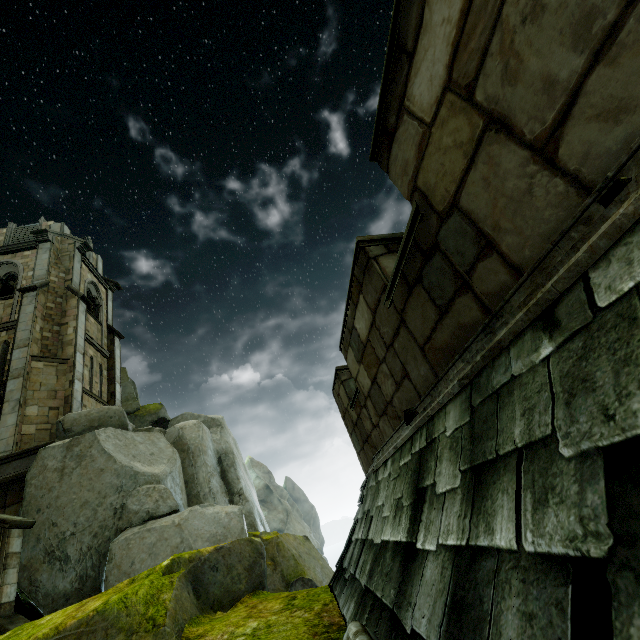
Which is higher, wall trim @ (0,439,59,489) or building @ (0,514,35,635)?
wall trim @ (0,439,59,489)

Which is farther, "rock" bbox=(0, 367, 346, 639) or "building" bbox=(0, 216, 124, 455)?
"building" bbox=(0, 216, 124, 455)

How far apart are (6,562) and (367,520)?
11.04m

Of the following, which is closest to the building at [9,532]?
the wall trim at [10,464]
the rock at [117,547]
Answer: the rock at [117,547]

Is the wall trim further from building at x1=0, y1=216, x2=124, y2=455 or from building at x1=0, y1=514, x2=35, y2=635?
building at x1=0, y1=514, x2=35, y2=635

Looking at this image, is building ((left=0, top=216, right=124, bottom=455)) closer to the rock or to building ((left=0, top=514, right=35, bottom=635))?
the rock

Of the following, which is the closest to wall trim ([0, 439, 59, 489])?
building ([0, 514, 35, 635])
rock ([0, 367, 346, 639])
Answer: rock ([0, 367, 346, 639])

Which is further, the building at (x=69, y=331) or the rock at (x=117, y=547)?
the building at (x=69, y=331)
